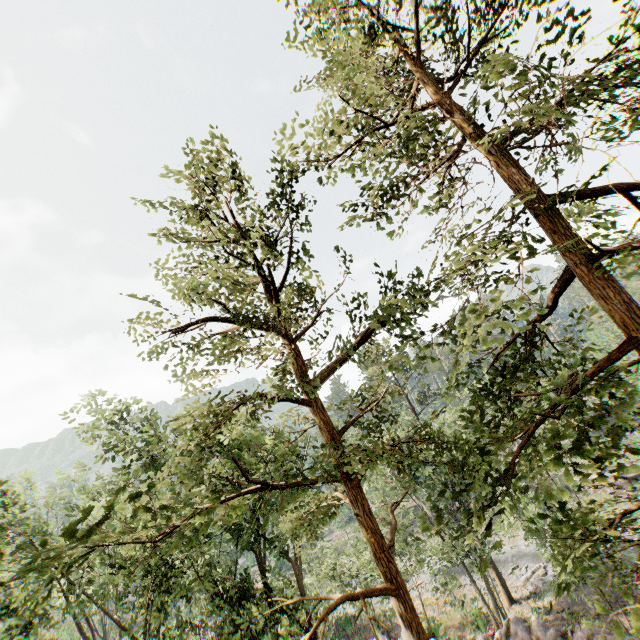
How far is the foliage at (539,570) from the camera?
32.3m

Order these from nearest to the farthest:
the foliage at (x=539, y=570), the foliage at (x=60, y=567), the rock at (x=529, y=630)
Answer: the foliage at (x=60, y=567) → the rock at (x=529, y=630) → the foliage at (x=539, y=570)

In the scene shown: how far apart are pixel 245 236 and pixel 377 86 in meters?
5.0

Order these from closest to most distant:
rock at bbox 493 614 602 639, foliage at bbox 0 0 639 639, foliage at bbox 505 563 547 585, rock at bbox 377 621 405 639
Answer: foliage at bbox 0 0 639 639, rock at bbox 493 614 602 639, rock at bbox 377 621 405 639, foliage at bbox 505 563 547 585

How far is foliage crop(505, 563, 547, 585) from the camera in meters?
32.3 m

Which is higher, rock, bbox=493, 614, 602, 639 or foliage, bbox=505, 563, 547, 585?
rock, bbox=493, 614, 602, 639

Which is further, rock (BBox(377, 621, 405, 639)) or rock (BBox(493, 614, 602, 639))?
rock (BBox(377, 621, 405, 639))
